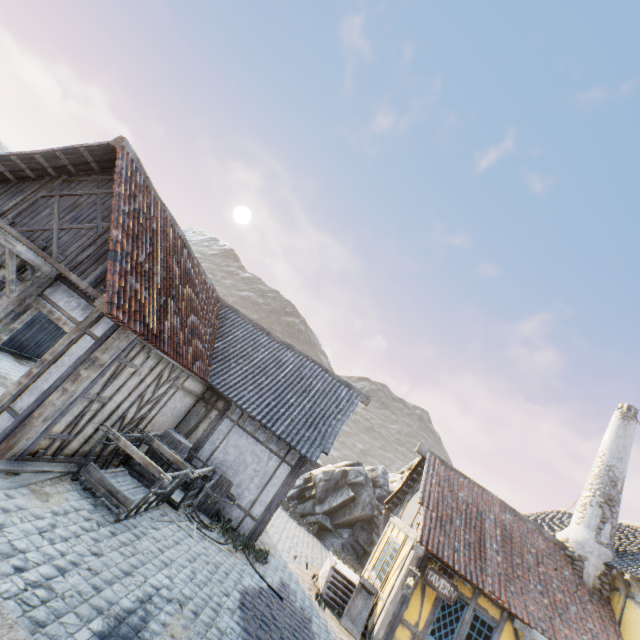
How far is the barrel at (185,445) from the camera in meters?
9.2 m

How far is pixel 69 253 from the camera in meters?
6.7 m

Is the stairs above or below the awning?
below

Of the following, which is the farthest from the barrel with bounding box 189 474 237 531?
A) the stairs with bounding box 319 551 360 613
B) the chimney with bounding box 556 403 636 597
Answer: the chimney with bounding box 556 403 636 597

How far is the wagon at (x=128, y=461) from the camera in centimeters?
636cm

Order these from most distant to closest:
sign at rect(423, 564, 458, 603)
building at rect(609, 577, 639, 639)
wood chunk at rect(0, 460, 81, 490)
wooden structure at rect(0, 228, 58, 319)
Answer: building at rect(609, 577, 639, 639) < sign at rect(423, 564, 458, 603) < wooden structure at rect(0, 228, 58, 319) < wood chunk at rect(0, 460, 81, 490)

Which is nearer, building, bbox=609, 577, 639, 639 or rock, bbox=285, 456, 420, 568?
building, bbox=609, 577, 639, 639

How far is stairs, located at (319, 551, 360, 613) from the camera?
9.6 meters
